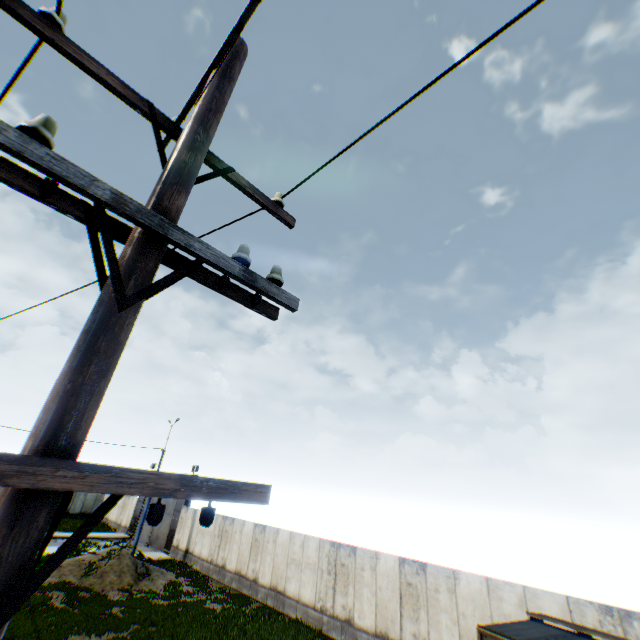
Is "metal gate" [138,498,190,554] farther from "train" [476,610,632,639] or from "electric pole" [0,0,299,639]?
"electric pole" [0,0,299,639]

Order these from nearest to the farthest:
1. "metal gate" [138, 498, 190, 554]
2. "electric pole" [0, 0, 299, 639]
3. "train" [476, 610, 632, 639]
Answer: "electric pole" [0, 0, 299, 639] → "train" [476, 610, 632, 639] → "metal gate" [138, 498, 190, 554]

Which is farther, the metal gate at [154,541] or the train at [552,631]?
the metal gate at [154,541]

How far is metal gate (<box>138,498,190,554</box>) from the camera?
27.89m

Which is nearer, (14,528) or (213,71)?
(14,528)

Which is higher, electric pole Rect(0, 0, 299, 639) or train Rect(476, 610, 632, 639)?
electric pole Rect(0, 0, 299, 639)

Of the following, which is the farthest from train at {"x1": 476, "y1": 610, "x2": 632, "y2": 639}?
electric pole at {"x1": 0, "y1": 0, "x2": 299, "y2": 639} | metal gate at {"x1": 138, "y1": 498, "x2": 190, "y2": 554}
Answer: metal gate at {"x1": 138, "y1": 498, "x2": 190, "y2": 554}

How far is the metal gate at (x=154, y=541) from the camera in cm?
2789
